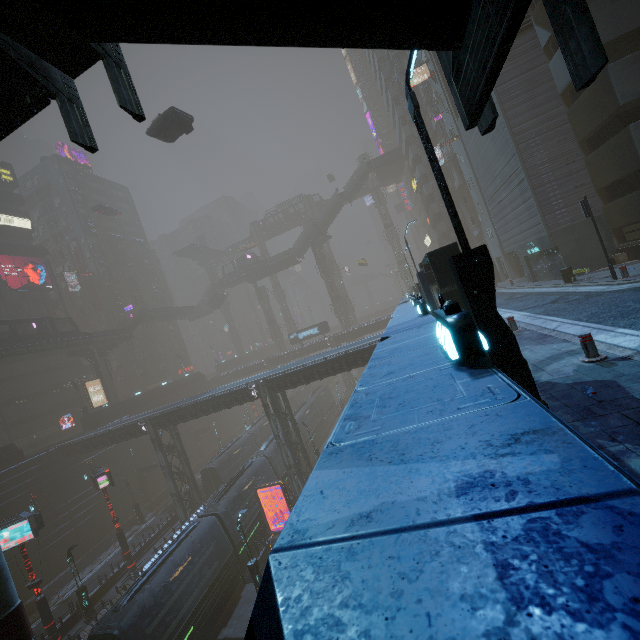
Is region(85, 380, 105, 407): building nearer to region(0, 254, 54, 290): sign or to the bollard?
region(0, 254, 54, 290): sign

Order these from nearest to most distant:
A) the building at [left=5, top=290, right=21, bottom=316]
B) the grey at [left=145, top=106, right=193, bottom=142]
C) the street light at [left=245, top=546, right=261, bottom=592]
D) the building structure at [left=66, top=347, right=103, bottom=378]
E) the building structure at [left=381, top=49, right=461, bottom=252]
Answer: the street light at [left=245, top=546, right=261, bottom=592] < the grey at [left=145, top=106, right=193, bottom=142] < the building structure at [left=381, top=49, right=461, bottom=252] < the building structure at [left=66, top=347, right=103, bottom=378] < the building at [left=5, top=290, right=21, bottom=316]

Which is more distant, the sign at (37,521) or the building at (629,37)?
the sign at (37,521)

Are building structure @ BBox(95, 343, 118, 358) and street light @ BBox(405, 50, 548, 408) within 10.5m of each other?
no

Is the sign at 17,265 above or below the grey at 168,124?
above

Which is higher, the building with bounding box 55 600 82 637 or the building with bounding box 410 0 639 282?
the building with bounding box 410 0 639 282

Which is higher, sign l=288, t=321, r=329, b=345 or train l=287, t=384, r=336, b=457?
sign l=288, t=321, r=329, b=345

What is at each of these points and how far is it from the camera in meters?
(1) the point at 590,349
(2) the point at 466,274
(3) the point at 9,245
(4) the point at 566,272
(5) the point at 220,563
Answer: (1) bollard, 6.8
(2) street light, 5.4
(3) building, 48.2
(4) garbage can, 18.0
(5) train, 22.5
